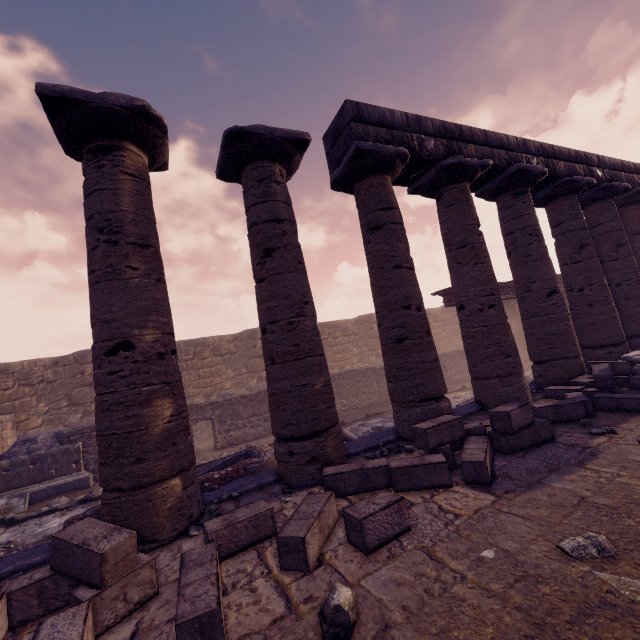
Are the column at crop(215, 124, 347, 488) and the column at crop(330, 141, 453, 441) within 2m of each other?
yes

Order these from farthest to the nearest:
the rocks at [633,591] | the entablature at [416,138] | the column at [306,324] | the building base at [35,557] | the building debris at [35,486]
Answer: the building debris at [35,486] < the entablature at [416,138] < the column at [306,324] < the building base at [35,557] < the rocks at [633,591]

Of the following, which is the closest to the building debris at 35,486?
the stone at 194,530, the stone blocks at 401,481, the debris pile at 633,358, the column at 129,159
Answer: the column at 129,159

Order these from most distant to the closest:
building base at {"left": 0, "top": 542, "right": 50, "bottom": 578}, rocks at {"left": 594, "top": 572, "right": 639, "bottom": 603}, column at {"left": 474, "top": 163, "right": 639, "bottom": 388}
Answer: column at {"left": 474, "top": 163, "right": 639, "bottom": 388}
building base at {"left": 0, "top": 542, "right": 50, "bottom": 578}
rocks at {"left": 594, "top": 572, "right": 639, "bottom": 603}

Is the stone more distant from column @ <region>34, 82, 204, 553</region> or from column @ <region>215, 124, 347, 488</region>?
column @ <region>215, 124, 347, 488</region>

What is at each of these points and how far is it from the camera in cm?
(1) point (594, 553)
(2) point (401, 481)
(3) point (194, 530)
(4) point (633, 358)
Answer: (1) rocks, 229
(2) stone blocks, 383
(3) stone, 376
(4) debris pile, 722

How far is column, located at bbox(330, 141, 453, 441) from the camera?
5.7m

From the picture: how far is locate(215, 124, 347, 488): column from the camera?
4.7 meters
